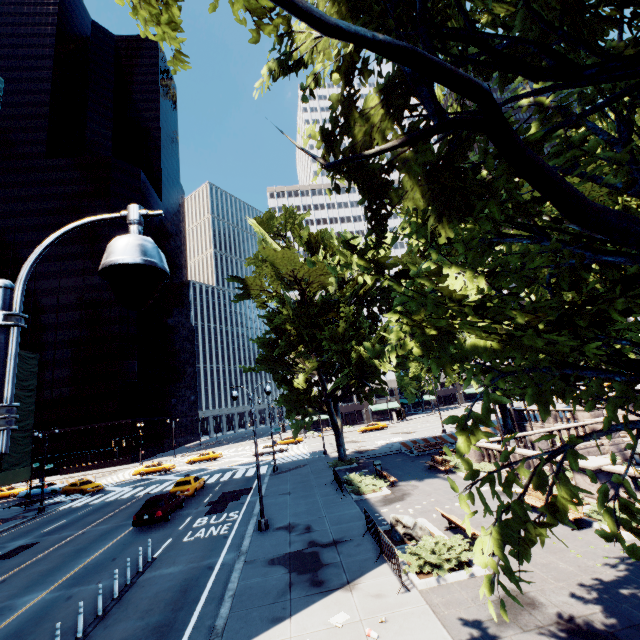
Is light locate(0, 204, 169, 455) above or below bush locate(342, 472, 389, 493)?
above

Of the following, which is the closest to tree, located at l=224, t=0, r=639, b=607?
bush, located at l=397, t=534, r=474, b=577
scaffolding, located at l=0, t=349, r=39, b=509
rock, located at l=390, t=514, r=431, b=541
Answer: bush, located at l=397, t=534, r=474, b=577

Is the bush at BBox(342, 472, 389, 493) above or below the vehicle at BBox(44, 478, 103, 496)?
below

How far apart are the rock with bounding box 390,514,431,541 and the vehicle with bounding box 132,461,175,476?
40.0m

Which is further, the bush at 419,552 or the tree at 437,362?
the bush at 419,552

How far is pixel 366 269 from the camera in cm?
424

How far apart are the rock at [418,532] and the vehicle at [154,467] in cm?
3998

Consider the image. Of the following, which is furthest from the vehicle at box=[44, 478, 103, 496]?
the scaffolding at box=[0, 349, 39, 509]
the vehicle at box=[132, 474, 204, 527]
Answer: the vehicle at box=[132, 474, 204, 527]
